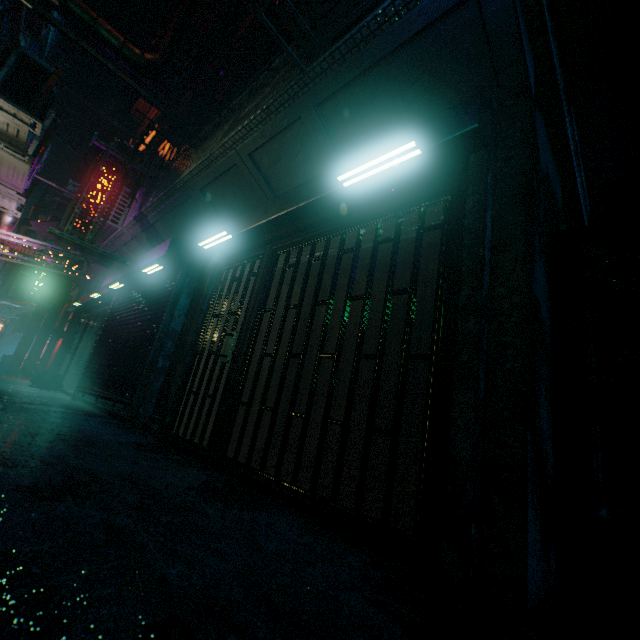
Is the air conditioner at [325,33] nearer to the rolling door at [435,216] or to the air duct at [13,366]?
the rolling door at [435,216]

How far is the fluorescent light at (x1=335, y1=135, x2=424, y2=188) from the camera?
2.2m

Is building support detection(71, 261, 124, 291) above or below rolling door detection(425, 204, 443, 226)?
above

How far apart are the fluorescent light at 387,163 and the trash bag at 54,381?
9.5 meters

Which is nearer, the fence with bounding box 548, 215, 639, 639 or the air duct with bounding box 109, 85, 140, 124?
the fence with bounding box 548, 215, 639, 639

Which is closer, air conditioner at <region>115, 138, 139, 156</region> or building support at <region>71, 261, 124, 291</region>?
air conditioner at <region>115, 138, 139, 156</region>

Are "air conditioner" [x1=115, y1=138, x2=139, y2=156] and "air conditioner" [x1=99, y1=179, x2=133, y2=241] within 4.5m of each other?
yes

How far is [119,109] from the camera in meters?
7.7
